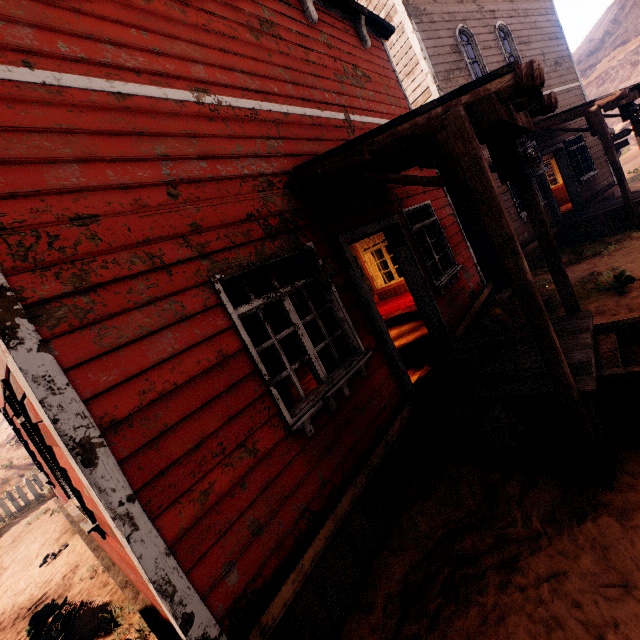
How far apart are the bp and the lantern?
2.2m

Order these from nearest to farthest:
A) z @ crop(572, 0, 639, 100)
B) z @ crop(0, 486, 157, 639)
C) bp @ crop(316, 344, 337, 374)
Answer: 1. z @ crop(0, 486, 157, 639)
2. bp @ crop(316, 344, 337, 374)
3. z @ crop(572, 0, 639, 100)

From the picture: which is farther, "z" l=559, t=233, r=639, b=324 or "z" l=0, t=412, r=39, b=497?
"z" l=0, t=412, r=39, b=497

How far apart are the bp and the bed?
3.1m

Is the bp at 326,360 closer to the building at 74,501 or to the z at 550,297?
the building at 74,501

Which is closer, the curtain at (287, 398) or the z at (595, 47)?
the curtain at (287, 398)

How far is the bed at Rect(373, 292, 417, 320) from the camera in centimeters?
746cm

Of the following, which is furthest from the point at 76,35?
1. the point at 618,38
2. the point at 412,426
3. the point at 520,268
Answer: the point at 618,38
